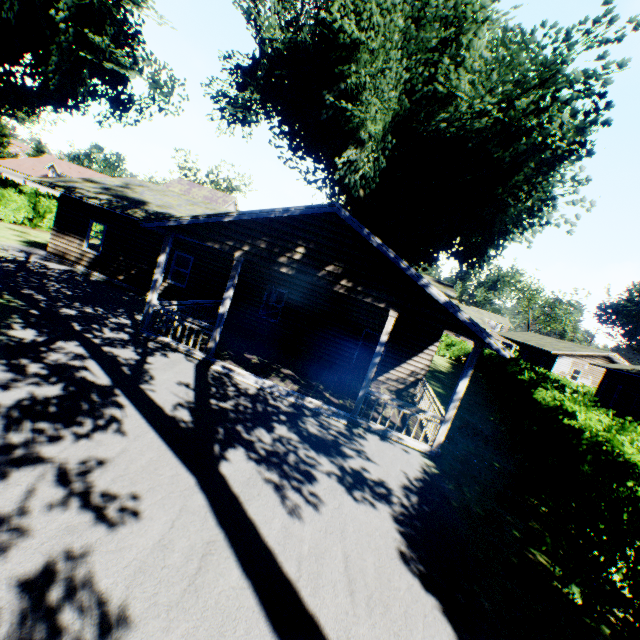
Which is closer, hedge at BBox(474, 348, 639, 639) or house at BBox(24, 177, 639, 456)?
hedge at BBox(474, 348, 639, 639)

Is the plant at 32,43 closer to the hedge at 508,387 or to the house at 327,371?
the house at 327,371

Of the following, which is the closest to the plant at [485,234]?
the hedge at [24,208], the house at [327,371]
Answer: the house at [327,371]

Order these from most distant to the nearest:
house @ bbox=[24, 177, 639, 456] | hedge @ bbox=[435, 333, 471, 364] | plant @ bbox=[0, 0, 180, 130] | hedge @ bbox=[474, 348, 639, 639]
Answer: hedge @ bbox=[435, 333, 471, 364] → plant @ bbox=[0, 0, 180, 130] → house @ bbox=[24, 177, 639, 456] → hedge @ bbox=[474, 348, 639, 639]

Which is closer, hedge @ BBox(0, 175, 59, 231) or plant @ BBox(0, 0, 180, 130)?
plant @ BBox(0, 0, 180, 130)

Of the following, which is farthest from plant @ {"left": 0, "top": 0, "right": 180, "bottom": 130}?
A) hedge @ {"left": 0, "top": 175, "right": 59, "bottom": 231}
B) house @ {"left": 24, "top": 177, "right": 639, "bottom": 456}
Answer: hedge @ {"left": 0, "top": 175, "right": 59, "bottom": 231}

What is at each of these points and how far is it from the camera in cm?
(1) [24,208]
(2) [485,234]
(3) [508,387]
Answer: (1) hedge, 2312
(2) plant, 1961
(3) hedge, 1630

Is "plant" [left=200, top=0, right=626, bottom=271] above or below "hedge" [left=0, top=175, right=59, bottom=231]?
above
